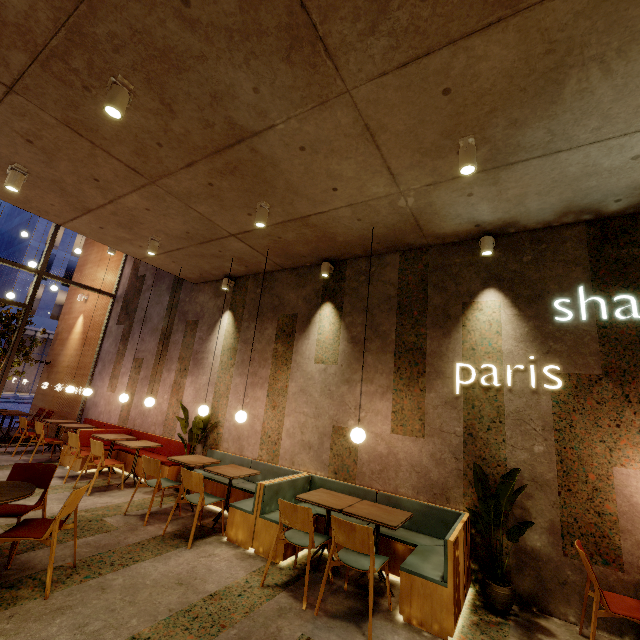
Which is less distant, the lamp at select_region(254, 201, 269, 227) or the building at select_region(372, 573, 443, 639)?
the building at select_region(372, 573, 443, 639)

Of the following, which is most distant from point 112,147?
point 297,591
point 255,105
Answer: point 297,591

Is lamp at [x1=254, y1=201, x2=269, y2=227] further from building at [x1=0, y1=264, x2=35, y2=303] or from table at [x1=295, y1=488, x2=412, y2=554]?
building at [x1=0, y1=264, x2=35, y2=303]

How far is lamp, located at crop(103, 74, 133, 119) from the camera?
2.9m

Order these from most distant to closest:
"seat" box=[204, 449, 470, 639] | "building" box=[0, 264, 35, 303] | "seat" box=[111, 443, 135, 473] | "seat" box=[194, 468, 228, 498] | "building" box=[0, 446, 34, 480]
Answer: "building" box=[0, 264, 35, 303], "seat" box=[111, 443, 135, 473], "building" box=[0, 446, 34, 480], "seat" box=[194, 468, 228, 498], "seat" box=[204, 449, 470, 639]

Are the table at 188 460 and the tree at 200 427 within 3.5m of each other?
yes

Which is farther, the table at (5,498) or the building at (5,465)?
the building at (5,465)

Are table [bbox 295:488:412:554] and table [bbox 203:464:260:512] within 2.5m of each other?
yes
